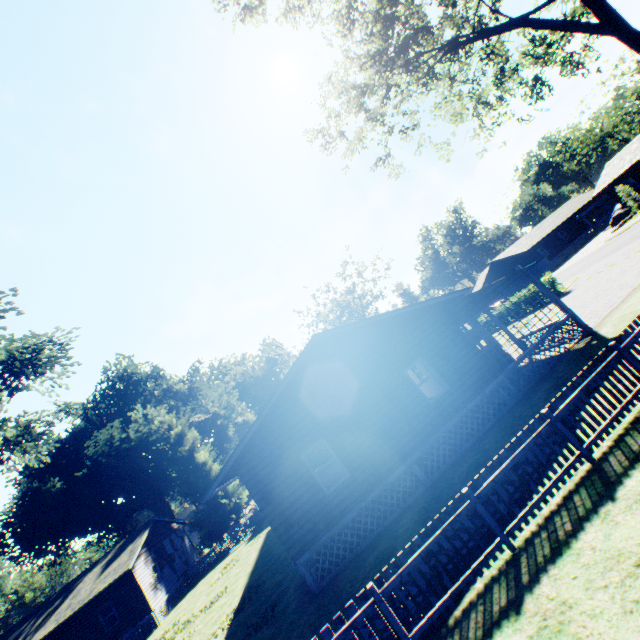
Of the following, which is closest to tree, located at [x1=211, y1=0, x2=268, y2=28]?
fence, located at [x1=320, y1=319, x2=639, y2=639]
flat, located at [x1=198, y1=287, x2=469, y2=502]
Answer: fence, located at [x1=320, y1=319, x2=639, y2=639]

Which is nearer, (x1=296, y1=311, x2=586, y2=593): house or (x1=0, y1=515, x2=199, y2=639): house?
(x1=296, y1=311, x2=586, y2=593): house

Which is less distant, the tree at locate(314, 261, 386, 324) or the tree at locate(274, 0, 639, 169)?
the tree at locate(274, 0, 639, 169)

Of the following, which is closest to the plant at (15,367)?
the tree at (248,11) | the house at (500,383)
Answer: the tree at (248,11)

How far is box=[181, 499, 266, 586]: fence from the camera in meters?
28.4 m

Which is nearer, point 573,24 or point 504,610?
point 504,610

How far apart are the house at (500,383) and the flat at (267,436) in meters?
3.2 m

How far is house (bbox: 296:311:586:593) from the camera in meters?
10.6 m
